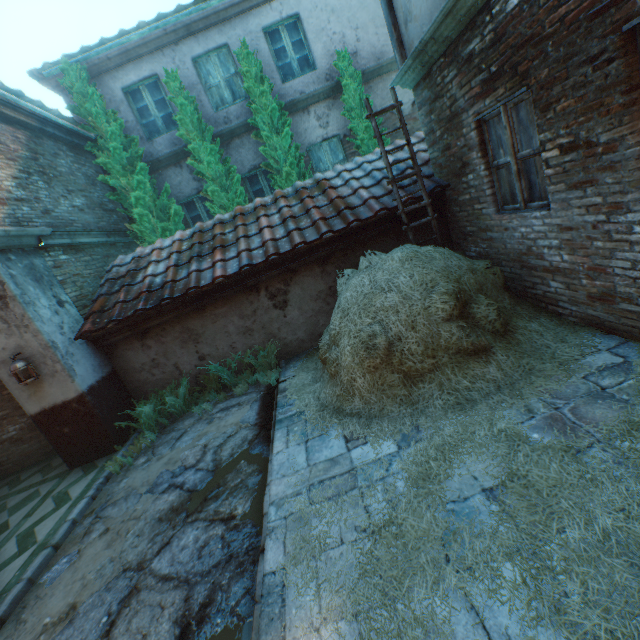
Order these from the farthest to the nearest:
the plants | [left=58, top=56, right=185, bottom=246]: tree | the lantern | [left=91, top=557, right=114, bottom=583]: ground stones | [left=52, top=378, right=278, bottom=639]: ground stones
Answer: [left=58, top=56, right=185, bottom=246]: tree
the plants
the lantern
[left=91, top=557, right=114, bottom=583]: ground stones
[left=52, top=378, right=278, bottom=639]: ground stones

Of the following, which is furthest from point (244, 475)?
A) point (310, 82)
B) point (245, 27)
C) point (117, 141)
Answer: point (245, 27)

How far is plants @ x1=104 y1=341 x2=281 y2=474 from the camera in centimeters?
541cm

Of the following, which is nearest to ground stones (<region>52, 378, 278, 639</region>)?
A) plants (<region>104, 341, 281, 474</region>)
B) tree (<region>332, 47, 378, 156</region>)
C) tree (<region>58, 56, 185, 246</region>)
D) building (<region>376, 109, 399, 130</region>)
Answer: plants (<region>104, 341, 281, 474</region>)

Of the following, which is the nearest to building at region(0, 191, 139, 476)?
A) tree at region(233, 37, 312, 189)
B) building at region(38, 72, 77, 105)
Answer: tree at region(233, 37, 312, 189)

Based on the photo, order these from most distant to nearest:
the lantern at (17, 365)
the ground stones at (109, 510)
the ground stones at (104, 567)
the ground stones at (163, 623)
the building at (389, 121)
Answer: the building at (389, 121) → the lantern at (17, 365) → the ground stones at (109, 510) → the ground stones at (104, 567) → the ground stones at (163, 623)

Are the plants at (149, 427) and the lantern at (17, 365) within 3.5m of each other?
yes

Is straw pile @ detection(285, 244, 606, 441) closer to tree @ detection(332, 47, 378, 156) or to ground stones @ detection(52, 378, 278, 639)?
ground stones @ detection(52, 378, 278, 639)
